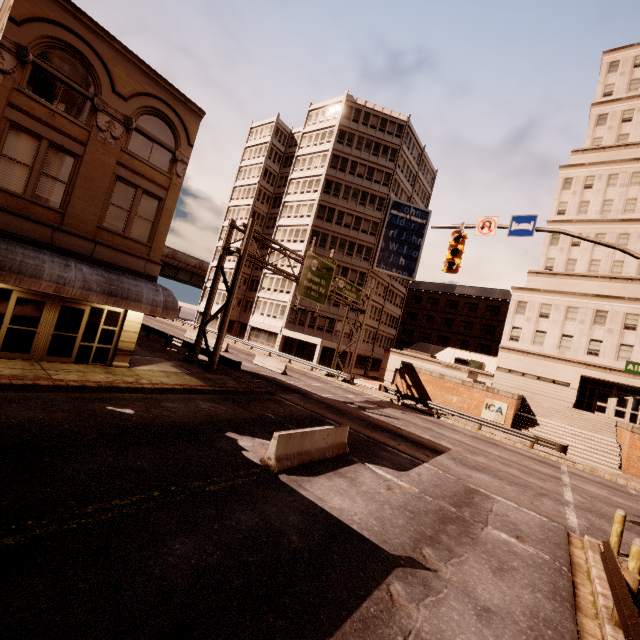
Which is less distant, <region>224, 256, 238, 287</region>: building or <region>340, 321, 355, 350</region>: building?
<region>340, 321, 355, 350</region>: building

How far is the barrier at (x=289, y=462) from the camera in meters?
9.2 m

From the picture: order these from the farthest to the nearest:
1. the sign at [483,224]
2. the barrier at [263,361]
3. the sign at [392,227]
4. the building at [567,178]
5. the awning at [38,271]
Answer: the sign at [392,227] < the building at [567,178] < the barrier at [263,361] < the sign at [483,224] < the awning at [38,271]

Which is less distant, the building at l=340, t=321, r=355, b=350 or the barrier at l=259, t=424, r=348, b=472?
the barrier at l=259, t=424, r=348, b=472

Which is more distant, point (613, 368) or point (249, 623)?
point (613, 368)

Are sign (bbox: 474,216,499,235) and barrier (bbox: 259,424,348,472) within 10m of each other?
yes

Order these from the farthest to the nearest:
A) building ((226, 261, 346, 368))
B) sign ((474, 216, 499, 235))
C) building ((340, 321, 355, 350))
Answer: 1. building ((340, 321, 355, 350))
2. building ((226, 261, 346, 368))
3. sign ((474, 216, 499, 235))

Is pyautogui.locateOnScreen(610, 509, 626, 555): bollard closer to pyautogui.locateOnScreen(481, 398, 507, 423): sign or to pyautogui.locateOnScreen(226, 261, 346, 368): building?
pyautogui.locateOnScreen(481, 398, 507, 423): sign
